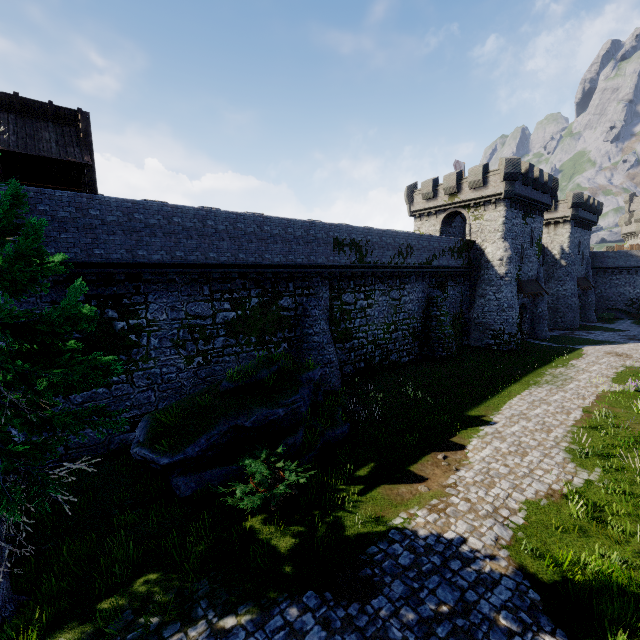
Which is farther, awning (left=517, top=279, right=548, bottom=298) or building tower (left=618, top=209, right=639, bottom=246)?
building tower (left=618, top=209, right=639, bottom=246)

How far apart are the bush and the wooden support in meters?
11.2 m

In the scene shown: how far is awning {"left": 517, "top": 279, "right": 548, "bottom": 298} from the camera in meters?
30.9

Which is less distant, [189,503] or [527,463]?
[189,503]

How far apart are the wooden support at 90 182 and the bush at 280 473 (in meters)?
11.17

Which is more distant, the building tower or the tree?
the building tower

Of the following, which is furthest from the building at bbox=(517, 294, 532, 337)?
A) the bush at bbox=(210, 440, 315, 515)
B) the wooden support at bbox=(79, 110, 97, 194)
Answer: the wooden support at bbox=(79, 110, 97, 194)

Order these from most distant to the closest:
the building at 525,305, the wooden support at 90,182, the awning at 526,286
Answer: the building at 525,305 → the awning at 526,286 → the wooden support at 90,182
